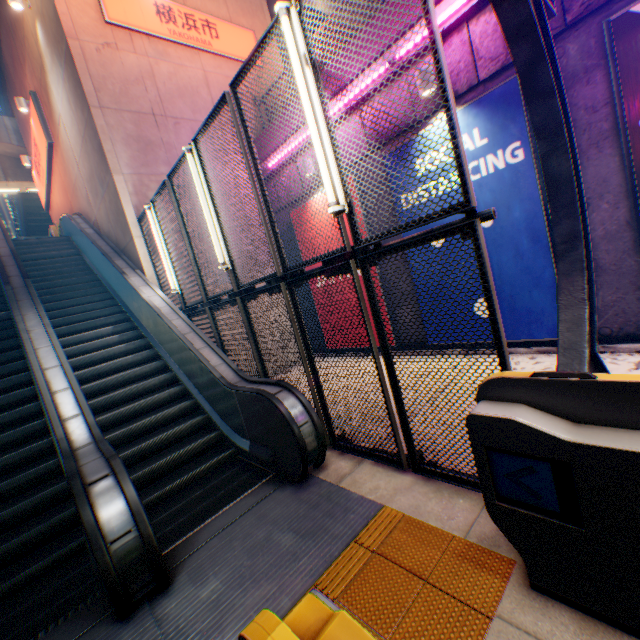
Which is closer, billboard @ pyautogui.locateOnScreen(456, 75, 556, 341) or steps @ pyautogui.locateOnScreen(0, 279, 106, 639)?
steps @ pyautogui.locateOnScreen(0, 279, 106, 639)

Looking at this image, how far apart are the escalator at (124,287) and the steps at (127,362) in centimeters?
1cm

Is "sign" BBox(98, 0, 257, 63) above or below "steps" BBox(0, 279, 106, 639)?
above

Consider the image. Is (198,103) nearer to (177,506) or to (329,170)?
(329,170)

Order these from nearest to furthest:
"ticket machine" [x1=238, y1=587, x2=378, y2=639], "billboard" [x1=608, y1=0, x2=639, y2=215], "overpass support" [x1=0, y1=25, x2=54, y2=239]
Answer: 1. "ticket machine" [x1=238, y1=587, x2=378, y2=639]
2. "billboard" [x1=608, y1=0, x2=639, y2=215]
3. "overpass support" [x1=0, y1=25, x2=54, y2=239]

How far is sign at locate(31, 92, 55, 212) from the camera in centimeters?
1078cm

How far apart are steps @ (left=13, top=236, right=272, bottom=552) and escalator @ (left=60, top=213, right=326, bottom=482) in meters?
0.0 m

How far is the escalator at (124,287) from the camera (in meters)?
3.89
